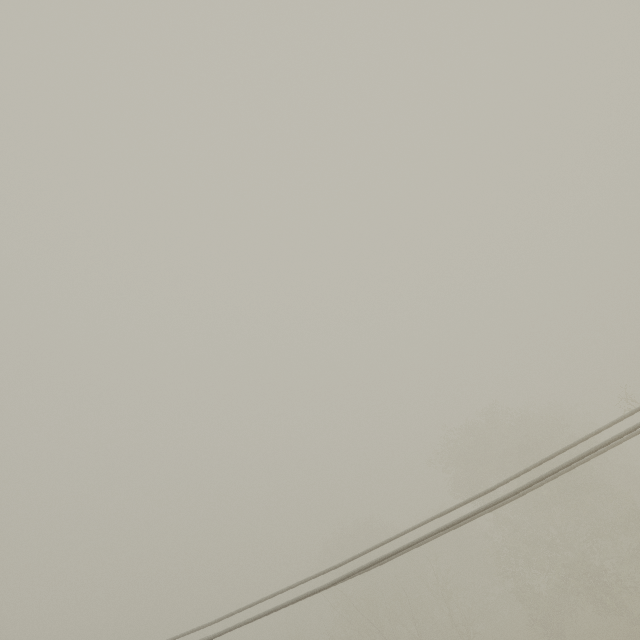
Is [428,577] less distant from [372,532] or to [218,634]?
[372,532]
